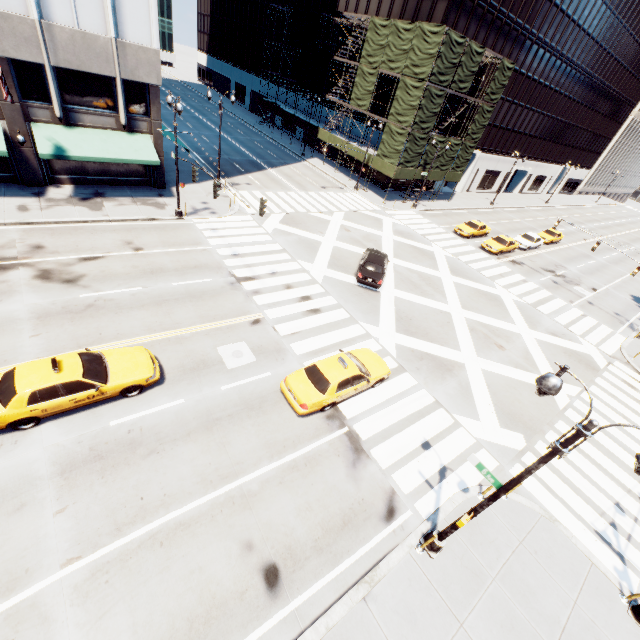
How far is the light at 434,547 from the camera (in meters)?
9.27

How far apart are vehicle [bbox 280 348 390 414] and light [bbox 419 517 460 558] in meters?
5.2

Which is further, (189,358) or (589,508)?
(189,358)

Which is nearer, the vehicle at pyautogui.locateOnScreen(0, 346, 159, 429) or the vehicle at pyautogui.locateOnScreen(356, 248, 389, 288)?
the vehicle at pyautogui.locateOnScreen(0, 346, 159, 429)

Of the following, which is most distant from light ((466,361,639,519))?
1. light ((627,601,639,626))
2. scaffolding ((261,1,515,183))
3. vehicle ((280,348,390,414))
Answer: scaffolding ((261,1,515,183))

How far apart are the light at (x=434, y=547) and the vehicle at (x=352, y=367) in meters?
5.2 m

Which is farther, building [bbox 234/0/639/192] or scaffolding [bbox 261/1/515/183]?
building [bbox 234/0/639/192]

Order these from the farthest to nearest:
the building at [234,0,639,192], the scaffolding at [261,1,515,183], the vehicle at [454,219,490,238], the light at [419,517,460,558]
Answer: the building at [234,0,639,192]
the vehicle at [454,219,490,238]
the scaffolding at [261,1,515,183]
the light at [419,517,460,558]
